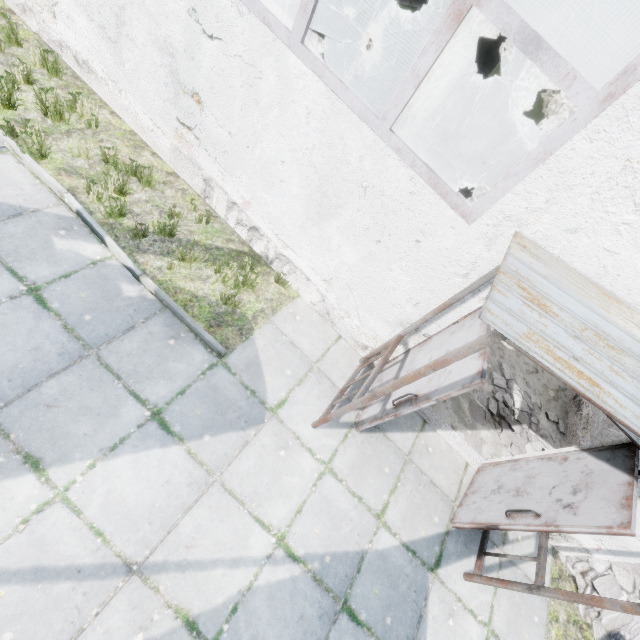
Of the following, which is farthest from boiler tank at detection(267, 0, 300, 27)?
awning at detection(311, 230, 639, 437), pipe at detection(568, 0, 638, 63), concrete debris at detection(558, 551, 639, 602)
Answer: concrete debris at detection(558, 551, 639, 602)

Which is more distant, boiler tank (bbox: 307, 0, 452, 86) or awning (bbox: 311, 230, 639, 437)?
boiler tank (bbox: 307, 0, 452, 86)

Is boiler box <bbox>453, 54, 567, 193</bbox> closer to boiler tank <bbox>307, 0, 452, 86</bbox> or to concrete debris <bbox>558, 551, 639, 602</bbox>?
boiler tank <bbox>307, 0, 452, 86</bbox>

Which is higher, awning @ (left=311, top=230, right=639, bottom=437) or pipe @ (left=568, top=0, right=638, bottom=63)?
pipe @ (left=568, top=0, right=638, bottom=63)

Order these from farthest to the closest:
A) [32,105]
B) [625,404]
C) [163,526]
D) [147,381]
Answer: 1. [32,105]
2. [147,381]
3. [163,526]
4. [625,404]

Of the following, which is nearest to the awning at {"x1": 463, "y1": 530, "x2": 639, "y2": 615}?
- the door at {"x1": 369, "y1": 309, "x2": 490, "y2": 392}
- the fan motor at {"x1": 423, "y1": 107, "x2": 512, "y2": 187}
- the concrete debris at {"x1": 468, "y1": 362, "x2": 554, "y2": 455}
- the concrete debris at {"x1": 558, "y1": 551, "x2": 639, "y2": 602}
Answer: the door at {"x1": 369, "y1": 309, "x2": 490, "y2": 392}

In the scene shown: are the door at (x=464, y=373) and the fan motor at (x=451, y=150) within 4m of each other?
no

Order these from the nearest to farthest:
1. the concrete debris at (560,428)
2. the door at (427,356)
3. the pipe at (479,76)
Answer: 1. the door at (427,356)
2. the concrete debris at (560,428)
3. the pipe at (479,76)
